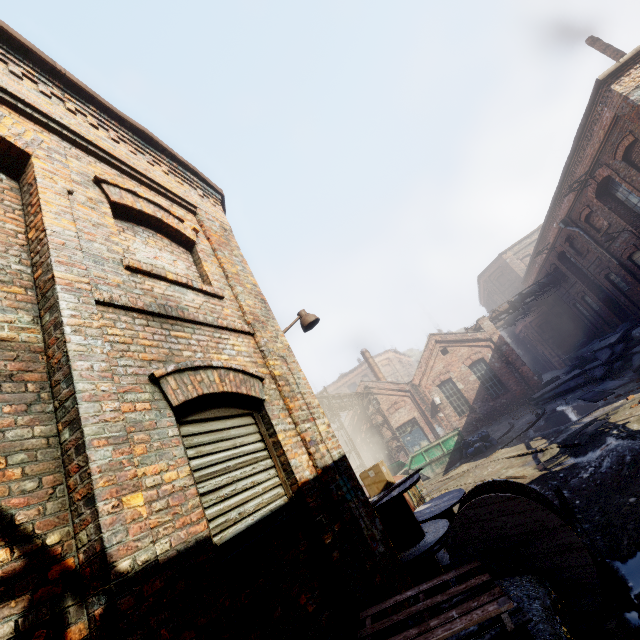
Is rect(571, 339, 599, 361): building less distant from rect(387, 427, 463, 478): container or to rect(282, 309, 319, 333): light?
rect(387, 427, 463, 478): container

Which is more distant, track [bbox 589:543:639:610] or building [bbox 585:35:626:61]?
building [bbox 585:35:626:61]

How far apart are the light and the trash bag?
13.26m

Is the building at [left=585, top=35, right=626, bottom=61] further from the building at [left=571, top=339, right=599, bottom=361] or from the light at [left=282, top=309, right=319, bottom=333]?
the light at [left=282, top=309, right=319, bottom=333]

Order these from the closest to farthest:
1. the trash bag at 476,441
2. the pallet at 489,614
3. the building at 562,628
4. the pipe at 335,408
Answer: the pallet at 489,614 < the building at 562,628 < the trash bag at 476,441 < the pipe at 335,408

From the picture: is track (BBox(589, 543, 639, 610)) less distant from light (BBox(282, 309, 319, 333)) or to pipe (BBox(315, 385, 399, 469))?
light (BBox(282, 309, 319, 333))

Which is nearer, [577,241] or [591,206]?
[591,206]

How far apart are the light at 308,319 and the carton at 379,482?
2.7m
